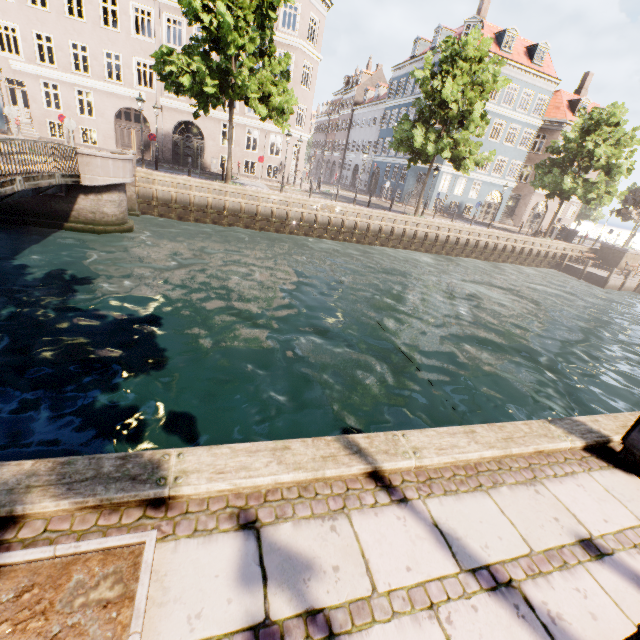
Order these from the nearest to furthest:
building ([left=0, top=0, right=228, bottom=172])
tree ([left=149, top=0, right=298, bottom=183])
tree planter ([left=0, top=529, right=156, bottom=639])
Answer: tree planter ([left=0, top=529, right=156, bottom=639]) < tree ([left=149, top=0, right=298, bottom=183]) < building ([left=0, top=0, right=228, bottom=172])

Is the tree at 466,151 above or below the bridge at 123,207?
above

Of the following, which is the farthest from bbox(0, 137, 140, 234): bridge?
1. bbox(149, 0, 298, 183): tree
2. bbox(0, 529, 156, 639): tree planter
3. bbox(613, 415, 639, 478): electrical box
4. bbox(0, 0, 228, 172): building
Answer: bbox(0, 0, 228, 172): building

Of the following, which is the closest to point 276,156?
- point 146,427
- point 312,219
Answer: point 312,219

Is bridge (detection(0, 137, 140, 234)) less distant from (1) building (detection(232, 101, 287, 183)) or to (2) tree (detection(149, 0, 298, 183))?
(2) tree (detection(149, 0, 298, 183))

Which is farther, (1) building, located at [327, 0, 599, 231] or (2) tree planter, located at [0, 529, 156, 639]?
(1) building, located at [327, 0, 599, 231]

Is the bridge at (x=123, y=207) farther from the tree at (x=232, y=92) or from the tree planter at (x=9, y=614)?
the tree planter at (x=9, y=614)

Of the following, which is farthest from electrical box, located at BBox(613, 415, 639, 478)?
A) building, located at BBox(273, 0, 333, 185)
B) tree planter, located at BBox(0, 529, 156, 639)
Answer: building, located at BBox(273, 0, 333, 185)
